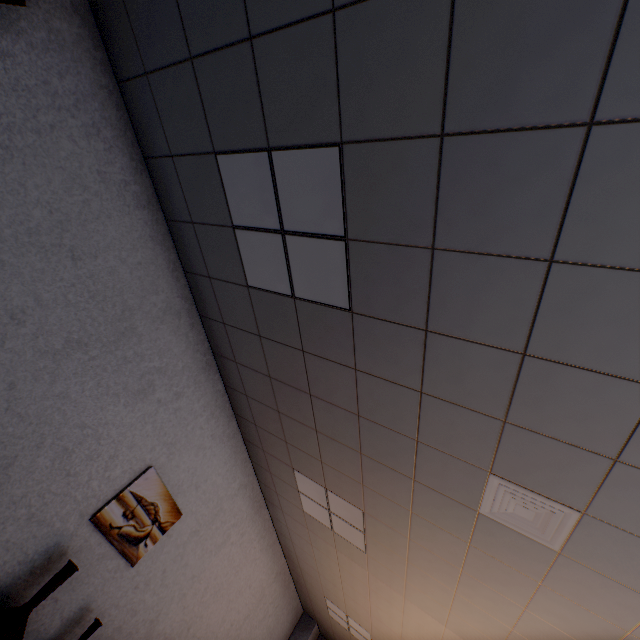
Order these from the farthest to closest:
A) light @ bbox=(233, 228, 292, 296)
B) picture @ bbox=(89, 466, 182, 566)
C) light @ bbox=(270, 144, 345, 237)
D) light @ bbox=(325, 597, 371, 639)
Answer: light @ bbox=(325, 597, 371, 639) → picture @ bbox=(89, 466, 182, 566) → light @ bbox=(233, 228, 292, 296) → light @ bbox=(270, 144, 345, 237)

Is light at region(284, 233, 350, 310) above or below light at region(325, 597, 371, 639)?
above

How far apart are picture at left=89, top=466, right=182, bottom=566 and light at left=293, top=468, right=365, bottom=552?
1.4m

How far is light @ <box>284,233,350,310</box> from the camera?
2.00m

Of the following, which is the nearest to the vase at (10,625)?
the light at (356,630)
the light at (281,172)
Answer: the light at (281,172)

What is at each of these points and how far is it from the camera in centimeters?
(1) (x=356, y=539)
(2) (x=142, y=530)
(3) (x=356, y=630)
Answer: (1) light, 394cm
(2) picture, 342cm
(3) light, 598cm

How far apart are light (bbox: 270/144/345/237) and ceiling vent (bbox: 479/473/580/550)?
1.5m

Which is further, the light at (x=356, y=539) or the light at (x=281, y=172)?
the light at (x=356, y=539)
